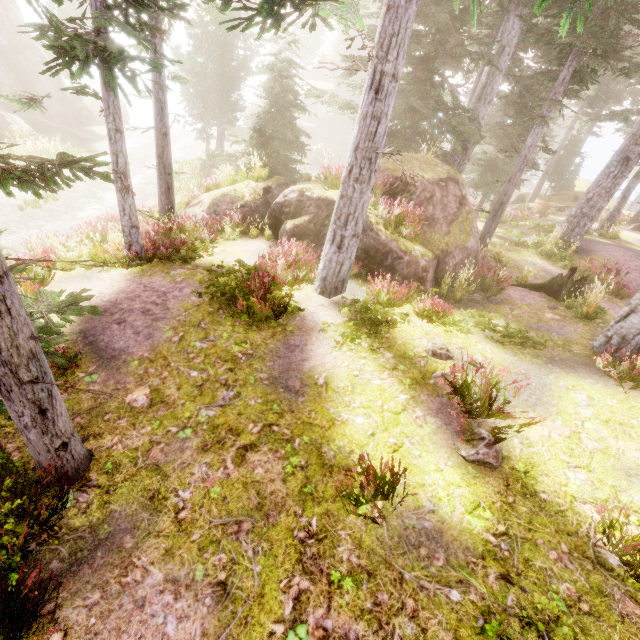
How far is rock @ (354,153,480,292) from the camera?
10.02m

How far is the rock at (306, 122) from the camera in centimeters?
4750cm

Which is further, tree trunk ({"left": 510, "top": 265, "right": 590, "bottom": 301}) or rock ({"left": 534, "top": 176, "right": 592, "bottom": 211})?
rock ({"left": 534, "top": 176, "right": 592, "bottom": 211})

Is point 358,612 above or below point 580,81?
below

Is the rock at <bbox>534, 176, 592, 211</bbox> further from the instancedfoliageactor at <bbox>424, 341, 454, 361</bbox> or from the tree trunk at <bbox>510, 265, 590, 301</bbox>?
the tree trunk at <bbox>510, 265, 590, 301</bbox>

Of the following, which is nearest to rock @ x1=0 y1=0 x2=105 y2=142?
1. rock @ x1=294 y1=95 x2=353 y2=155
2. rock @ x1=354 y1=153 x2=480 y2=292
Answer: rock @ x1=354 y1=153 x2=480 y2=292

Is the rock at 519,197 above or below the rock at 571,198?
below
